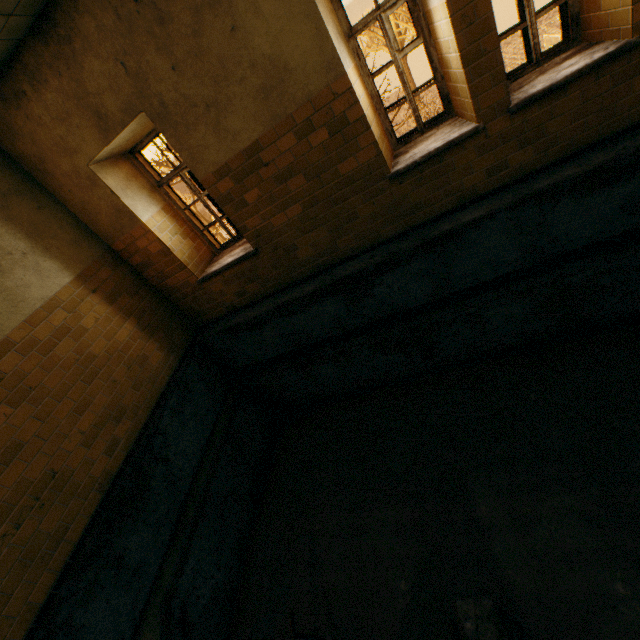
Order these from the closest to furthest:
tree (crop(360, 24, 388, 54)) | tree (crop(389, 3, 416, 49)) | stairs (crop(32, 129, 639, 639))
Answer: stairs (crop(32, 129, 639, 639)) < tree (crop(389, 3, 416, 49)) < tree (crop(360, 24, 388, 54))

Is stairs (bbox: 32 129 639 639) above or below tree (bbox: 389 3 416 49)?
below

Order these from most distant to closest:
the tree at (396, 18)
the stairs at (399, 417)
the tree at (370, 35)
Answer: the tree at (370, 35) → the tree at (396, 18) → the stairs at (399, 417)

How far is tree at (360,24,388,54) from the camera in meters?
25.7

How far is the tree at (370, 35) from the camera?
25.66m

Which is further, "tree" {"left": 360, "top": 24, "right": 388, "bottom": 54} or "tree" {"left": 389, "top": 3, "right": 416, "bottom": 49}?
"tree" {"left": 360, "top": 24, "right": 388, "bottom": 54}

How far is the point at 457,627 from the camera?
2.6 meters

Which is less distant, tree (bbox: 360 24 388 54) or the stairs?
the stairs
